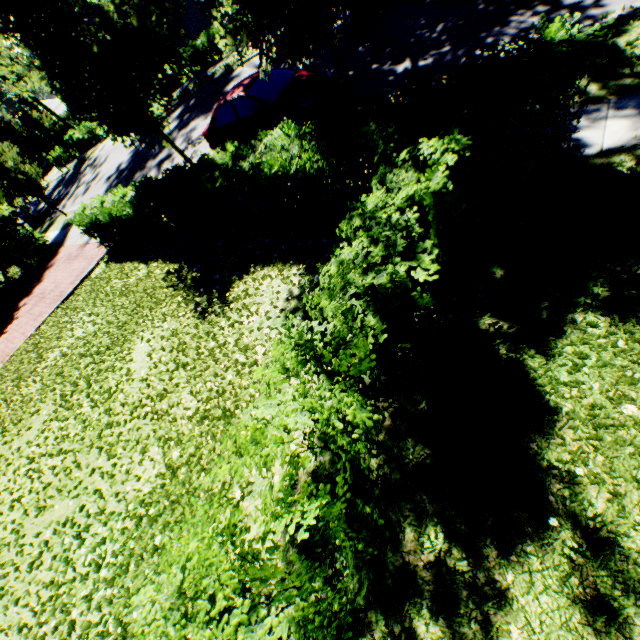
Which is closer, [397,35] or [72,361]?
[72,361]

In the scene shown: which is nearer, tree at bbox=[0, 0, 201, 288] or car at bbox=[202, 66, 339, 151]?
tree at bbox=[0, 0, 201, 288]

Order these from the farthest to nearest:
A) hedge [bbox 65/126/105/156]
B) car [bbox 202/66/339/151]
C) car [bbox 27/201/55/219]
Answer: hedge [bbox 65/126/105/156]
car [bbox 27/201/55/219]
car [bbox 202/66/339/151]

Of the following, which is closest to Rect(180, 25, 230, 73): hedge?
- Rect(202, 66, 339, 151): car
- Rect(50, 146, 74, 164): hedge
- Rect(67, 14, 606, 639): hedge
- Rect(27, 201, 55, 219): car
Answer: Rect(202, 66, 339, 151): car

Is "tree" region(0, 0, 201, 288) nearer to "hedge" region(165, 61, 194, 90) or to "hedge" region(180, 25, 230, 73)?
"hedge" region(165, 61, 194, 90)

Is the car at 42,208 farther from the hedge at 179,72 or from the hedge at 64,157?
the hedge at 64,157

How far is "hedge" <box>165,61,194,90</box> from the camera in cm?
2394

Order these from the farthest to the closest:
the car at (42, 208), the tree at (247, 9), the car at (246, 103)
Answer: the car at (42, 208), the car at (246, 103), the tree at (247, 9)
